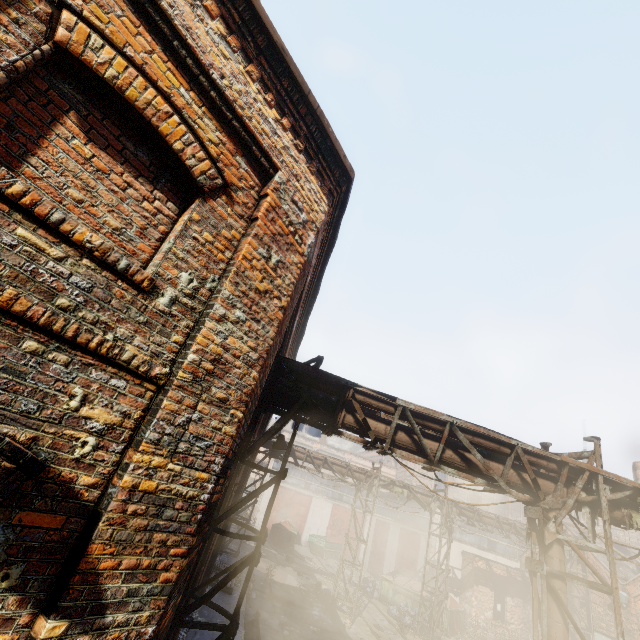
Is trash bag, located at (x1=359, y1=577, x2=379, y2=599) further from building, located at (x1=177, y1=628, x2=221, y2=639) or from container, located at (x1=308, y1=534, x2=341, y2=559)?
building, located at (x1=177, y1=628, x2=221, y2=639)

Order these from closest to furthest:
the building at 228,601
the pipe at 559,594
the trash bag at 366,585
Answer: the pipe at 559,594, the building at 228,601, the trash bag at 366,585

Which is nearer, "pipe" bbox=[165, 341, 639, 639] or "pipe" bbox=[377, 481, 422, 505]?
"pipe" bbox=[165, 341, 639, 639]

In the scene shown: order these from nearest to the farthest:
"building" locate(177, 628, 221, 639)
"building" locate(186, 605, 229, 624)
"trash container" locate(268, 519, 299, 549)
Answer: "building" locate(177, 628, 221, 639) → "building" locate(186, 605, 229, 624) → "trash container" locate(268, 519, 299, 549)

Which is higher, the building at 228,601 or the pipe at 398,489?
the pipe at 398,489

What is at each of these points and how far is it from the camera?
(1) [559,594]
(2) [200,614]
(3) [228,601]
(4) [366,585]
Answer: (1) pipe, 5.5m
(2) building, 8.4m
(3) building, 9.9m
(4) trash bag, 21.4m

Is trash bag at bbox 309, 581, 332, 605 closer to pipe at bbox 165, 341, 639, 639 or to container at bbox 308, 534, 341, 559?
pipe at bbox 165, 341, 639, 639

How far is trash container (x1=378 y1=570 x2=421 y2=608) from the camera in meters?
19.0 m
